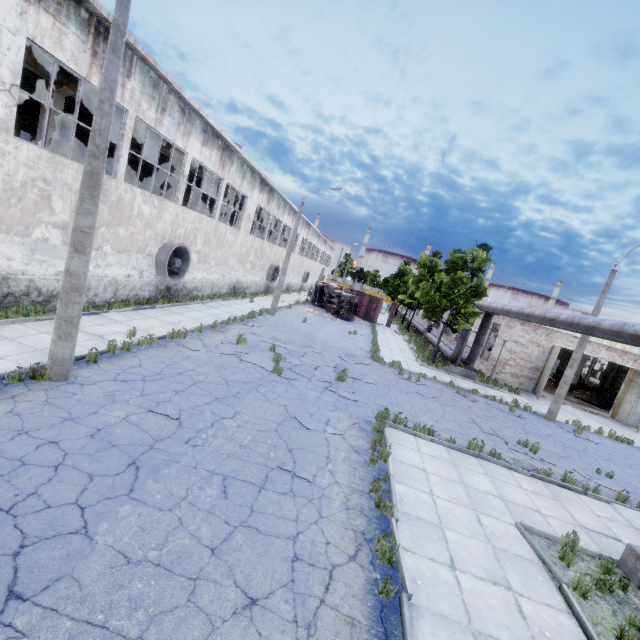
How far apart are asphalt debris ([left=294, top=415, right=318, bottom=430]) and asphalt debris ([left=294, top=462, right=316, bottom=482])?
1.6m

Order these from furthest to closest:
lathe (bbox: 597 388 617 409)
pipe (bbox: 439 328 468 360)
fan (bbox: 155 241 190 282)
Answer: lathe (bbox: 597 388 617 409) → pipe (bbox: 439 328 468 360) → fan (bbox: 155 241 190 282)

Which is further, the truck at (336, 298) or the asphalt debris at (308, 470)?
the truck at (336, 298)

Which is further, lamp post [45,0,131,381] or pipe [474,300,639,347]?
pipe [474,300,639,347]

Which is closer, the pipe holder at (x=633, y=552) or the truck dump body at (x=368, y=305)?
the pipe holder at (x=633, y=552)

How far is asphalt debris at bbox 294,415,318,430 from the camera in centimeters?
893cm

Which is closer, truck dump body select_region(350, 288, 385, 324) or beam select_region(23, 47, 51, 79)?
beam select_region(23, 47, 51, 79)

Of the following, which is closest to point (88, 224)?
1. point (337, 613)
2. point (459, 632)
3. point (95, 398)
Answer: point (95, 398)
